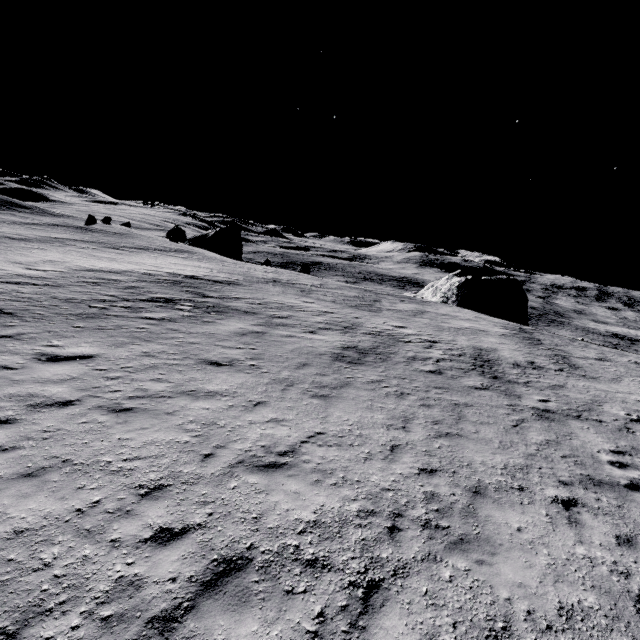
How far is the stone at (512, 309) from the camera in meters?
42.1

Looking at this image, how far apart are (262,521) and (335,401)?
5.4m

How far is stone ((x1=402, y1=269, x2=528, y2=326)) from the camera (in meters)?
42.09
